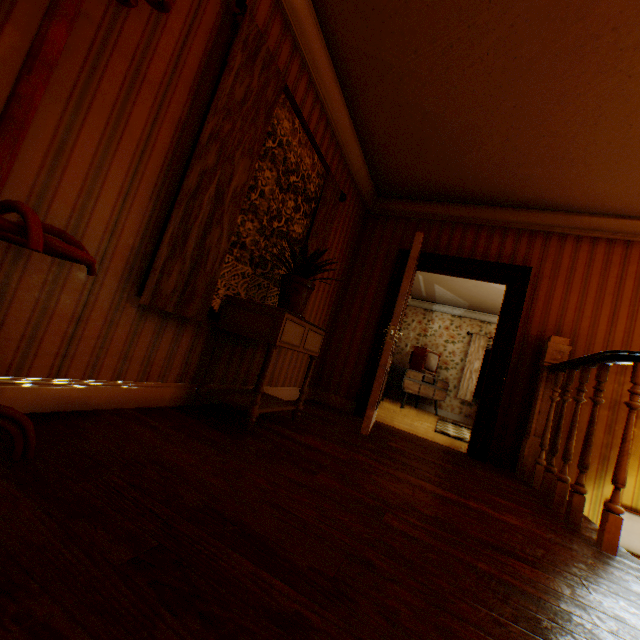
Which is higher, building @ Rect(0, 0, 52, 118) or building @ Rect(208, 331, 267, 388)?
building @ Rect(0, 0, 52, 118)

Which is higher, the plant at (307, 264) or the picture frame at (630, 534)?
the plant at (307, 264)

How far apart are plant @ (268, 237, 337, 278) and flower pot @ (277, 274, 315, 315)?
0.0m

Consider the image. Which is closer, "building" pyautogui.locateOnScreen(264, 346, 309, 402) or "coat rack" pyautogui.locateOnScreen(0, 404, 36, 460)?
"coat rack" pyautogui.locateOnScreen(0, 404, 36, 460)

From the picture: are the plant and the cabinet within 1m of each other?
yes

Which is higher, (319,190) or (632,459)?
(319,190)

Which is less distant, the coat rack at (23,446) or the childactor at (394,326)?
the coat rack at (23,446)

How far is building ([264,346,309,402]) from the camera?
3.46m
